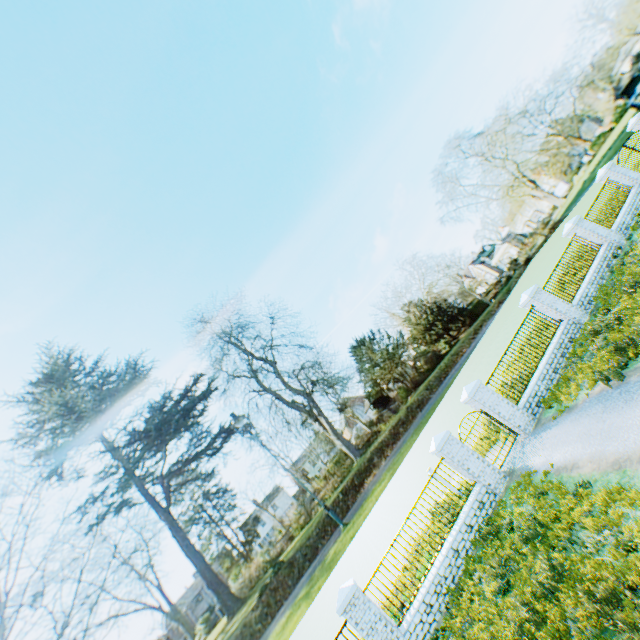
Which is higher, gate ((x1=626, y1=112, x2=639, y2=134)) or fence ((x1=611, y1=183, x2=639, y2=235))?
gate ((x1=626, y1=112, x2=639, y2=134))

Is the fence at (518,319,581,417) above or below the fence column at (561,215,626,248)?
below

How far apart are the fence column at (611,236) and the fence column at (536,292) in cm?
454

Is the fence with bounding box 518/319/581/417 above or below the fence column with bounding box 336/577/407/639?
below

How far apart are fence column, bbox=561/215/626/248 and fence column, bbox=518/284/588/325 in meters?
4.5

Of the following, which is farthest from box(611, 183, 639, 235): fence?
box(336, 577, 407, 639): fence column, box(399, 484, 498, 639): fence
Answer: box(336, 577, 407, 639): fence column

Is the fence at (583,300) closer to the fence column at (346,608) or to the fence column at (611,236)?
the fence column at (611,236)

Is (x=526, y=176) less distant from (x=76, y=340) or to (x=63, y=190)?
(x=63, y=190)
